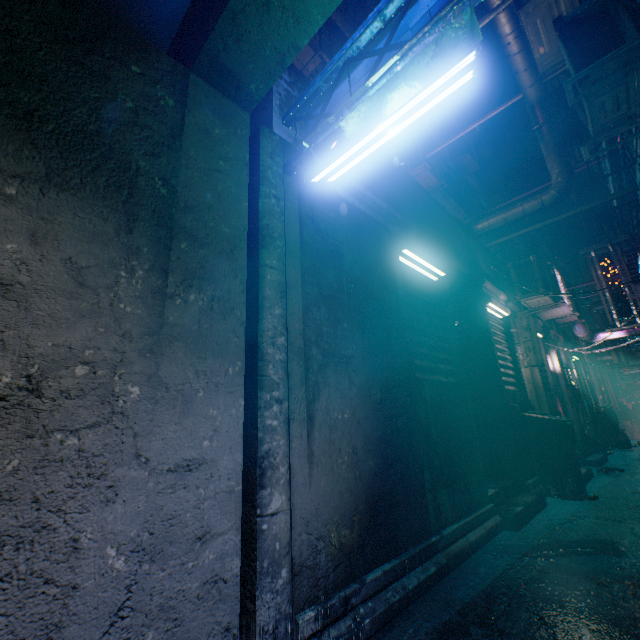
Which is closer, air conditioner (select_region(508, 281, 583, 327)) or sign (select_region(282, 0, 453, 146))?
sign (select_region(282, 0, 453, 146))

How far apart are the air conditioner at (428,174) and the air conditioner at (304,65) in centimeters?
307cm

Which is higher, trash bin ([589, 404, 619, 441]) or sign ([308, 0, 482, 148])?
sign ([308, 0, 482, 148])

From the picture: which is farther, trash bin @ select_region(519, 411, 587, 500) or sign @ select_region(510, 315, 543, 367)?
sign @ select_region(510, 315, 543, 367)

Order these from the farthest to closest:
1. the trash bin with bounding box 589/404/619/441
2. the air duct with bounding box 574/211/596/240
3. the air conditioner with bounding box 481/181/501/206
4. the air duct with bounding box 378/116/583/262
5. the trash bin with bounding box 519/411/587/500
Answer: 1. the air conditioner with bounding box 481/181/501/206
2. the air duct with bounding box 574/211/596/240
3. the trash bin with bounding box 589/404/619/441
4. the air duct with bounding box 378/116/583/262
5. the trash bin with bounding box 519/411/587/500

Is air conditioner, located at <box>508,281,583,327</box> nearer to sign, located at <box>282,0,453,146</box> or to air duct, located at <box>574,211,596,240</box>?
air duct, located at <box>574,211,596,240</box>

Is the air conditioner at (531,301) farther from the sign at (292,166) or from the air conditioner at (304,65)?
the sign at (292,166)

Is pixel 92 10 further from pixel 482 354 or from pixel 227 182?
pixel 482 354
